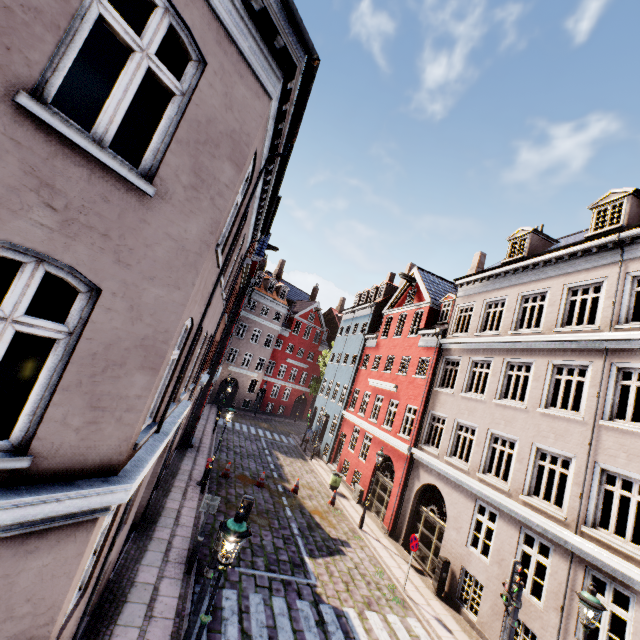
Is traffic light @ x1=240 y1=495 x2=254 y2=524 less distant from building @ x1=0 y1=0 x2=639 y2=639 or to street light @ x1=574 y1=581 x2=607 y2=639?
building @ x1=0 y1=0 x2=639 y2=639

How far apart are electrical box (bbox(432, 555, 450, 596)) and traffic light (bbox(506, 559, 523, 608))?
4.36m

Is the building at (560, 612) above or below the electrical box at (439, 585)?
above

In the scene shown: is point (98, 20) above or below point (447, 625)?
above

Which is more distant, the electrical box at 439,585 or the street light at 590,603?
the electrical box at 439,585

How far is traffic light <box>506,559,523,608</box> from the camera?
8.1m

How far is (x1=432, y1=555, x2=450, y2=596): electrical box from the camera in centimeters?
1216cm

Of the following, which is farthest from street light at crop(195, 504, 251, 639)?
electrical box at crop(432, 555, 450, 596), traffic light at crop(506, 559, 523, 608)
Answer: electrical box at crop(432, 555, 450, 596)
